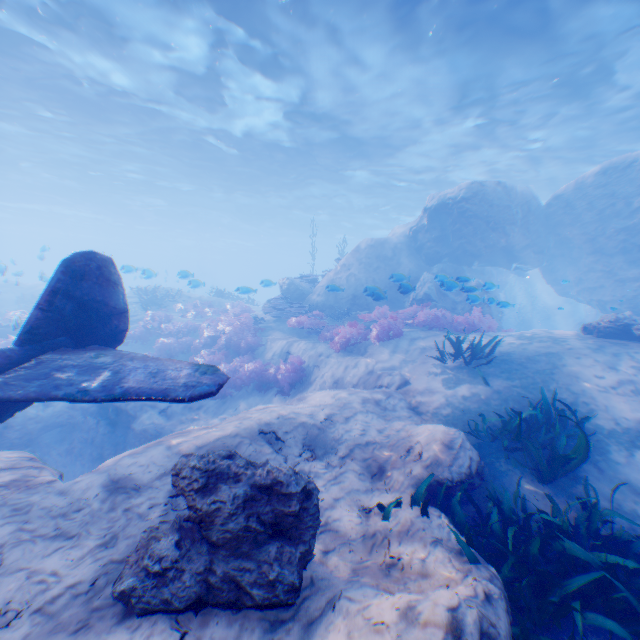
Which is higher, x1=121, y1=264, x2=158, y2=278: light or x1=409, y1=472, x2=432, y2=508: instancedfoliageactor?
x1=121, y1=264, x2=158, y2=278: light

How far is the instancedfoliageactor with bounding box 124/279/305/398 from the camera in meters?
11.4

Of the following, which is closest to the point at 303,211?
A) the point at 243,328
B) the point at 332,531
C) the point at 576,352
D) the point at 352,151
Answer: the point at 352,151

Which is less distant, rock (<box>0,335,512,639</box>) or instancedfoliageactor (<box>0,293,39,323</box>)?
rock (<box>0,335,512,639</box>)

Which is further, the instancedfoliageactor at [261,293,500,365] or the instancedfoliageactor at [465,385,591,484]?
the instancedfoliageactor at [261,293,500,365]

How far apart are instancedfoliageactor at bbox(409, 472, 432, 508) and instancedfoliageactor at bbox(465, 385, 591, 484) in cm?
142

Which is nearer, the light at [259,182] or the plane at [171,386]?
the plane at [171,386]

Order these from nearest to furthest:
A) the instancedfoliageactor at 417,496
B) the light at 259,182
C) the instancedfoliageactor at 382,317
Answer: the instancedfoliageactor at 417,496 → the instancedfoliageactor at 382,317 → the light at 259,182
